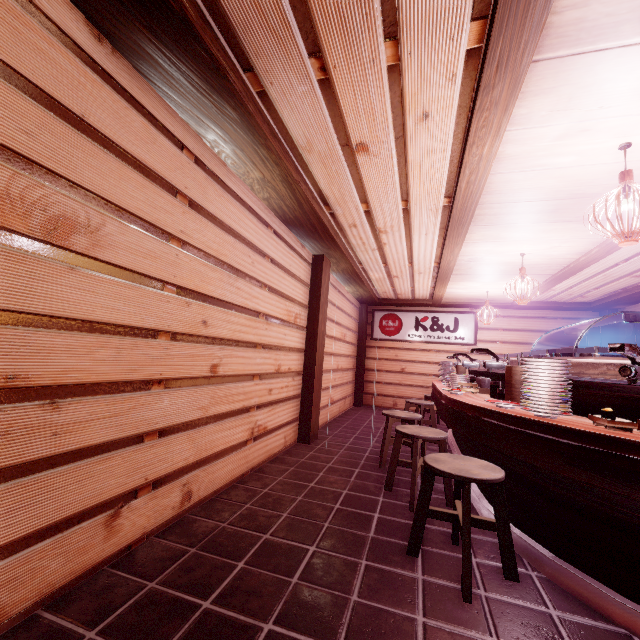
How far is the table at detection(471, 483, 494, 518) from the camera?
4.8m

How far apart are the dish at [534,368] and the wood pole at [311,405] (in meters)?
5.42

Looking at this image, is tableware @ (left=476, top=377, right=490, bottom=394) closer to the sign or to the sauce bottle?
the sauce bottle

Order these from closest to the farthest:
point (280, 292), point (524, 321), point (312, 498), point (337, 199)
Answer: point (312, 498) < point (337, 199) < point (280, 292) < point (524, 321)

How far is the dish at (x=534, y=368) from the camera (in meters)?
3.50

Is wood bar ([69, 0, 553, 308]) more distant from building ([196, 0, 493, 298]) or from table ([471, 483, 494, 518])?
table ([471, 483, 494, 518])

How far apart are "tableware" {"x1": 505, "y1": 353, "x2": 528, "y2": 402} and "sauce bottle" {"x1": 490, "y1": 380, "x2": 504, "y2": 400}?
0.3 meters

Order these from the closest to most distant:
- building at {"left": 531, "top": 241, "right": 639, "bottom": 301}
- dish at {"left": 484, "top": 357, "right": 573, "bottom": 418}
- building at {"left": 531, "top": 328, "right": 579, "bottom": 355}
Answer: dish at {"left": 484, "top": 357, "right": 573, "bottom": 418} → building at {"left": 531, "top": 241, "right": 639, "bottom": 301} → building at {"left": 531, "top": 328, "right": 579, "bottom": 355}
